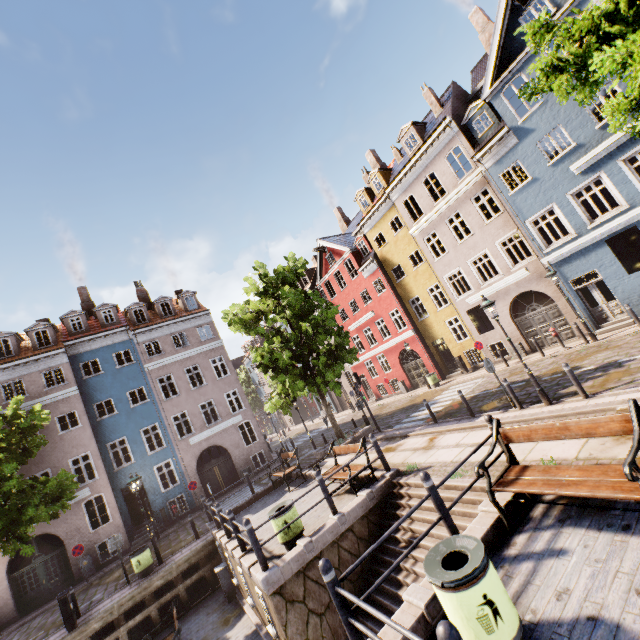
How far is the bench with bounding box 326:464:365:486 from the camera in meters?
9.0 m

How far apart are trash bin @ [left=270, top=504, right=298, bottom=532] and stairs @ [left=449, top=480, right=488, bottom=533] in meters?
1.6

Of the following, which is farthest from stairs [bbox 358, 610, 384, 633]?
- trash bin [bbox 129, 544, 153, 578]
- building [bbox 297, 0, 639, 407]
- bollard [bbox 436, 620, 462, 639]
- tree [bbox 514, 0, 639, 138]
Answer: building [bbox 297, 0, 639, 407]

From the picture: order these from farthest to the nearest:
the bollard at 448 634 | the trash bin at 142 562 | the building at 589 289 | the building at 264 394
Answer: the building at 264 394 → the building at 589 289 → the trash bin at 142 562 → the bollard at 448 634

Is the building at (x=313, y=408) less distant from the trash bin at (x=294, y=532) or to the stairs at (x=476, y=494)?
the stairs at (x=476, y=494)

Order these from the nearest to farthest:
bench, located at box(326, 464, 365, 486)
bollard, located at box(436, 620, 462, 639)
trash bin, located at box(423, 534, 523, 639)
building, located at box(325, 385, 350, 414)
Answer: bollard, located at box(436, 620, 462, 639)
trash bin, located at box(423, 534, 523, 639)
bench, located at box(326, 464, 365, 486)
building, located at box(325, 385, 350, 414)

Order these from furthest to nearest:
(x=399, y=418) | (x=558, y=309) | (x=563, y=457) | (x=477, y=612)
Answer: (x=399, y=418) < (x=558, y=309) < (x=563, y=457) < (x=477, y=612)

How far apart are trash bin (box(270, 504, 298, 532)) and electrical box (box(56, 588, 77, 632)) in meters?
9.2
